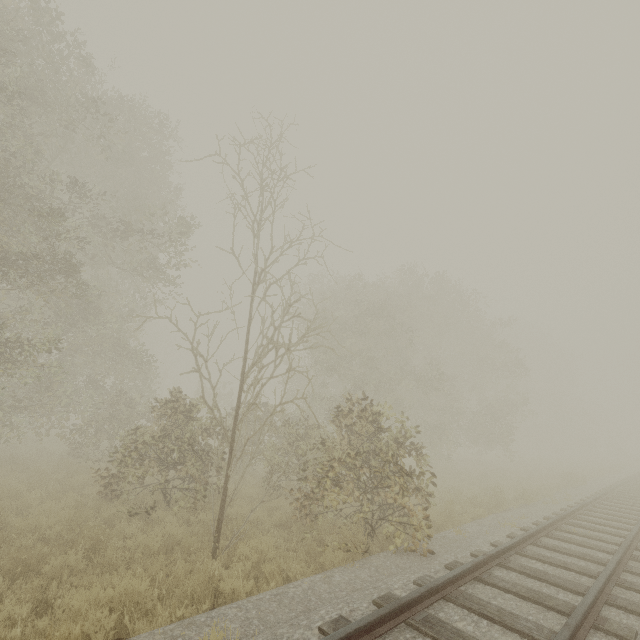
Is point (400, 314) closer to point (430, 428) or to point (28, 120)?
point (430, 428)
